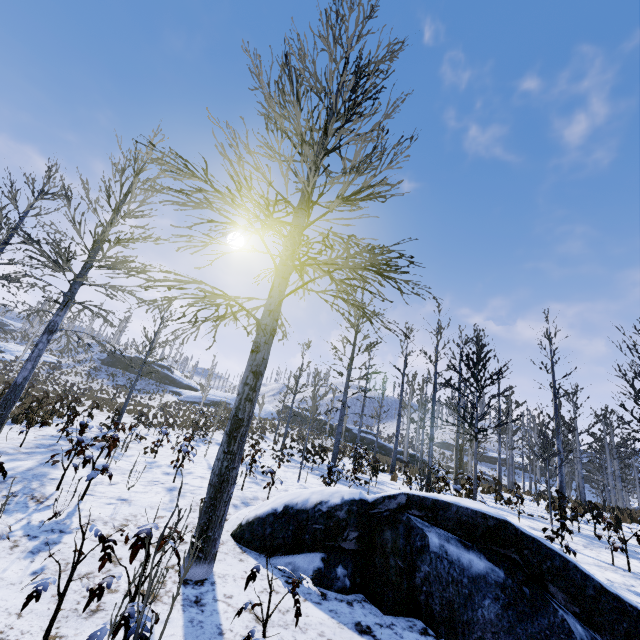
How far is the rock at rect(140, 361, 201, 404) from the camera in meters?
44.9

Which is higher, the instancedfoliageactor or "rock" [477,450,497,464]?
"rock" [477,450,497,464]

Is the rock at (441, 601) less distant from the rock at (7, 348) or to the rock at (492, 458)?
the rock at (7, 348)

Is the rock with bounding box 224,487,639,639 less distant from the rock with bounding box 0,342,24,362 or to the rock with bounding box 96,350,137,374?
A: the rock with bounding box 0,342,24,362

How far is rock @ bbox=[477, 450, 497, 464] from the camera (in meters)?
55.47

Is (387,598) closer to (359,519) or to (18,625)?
(359,519)

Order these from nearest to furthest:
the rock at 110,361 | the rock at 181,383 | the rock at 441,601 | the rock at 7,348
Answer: the rock at 441,601
the rock at 7,348
the rock at 181,383
the rock at 110,361
